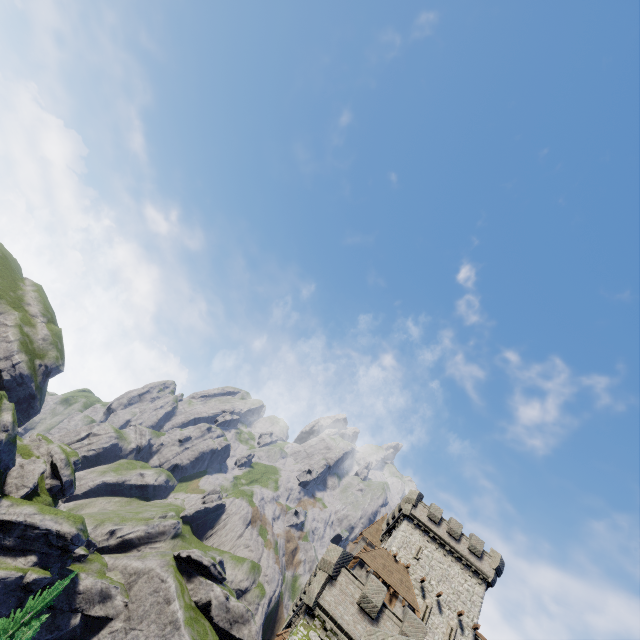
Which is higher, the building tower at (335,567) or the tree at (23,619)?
the building tower at (335,567)

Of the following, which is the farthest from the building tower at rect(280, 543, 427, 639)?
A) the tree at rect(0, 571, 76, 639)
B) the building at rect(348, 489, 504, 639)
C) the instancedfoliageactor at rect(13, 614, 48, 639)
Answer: the tree at rect(0, 571, 76, 639)

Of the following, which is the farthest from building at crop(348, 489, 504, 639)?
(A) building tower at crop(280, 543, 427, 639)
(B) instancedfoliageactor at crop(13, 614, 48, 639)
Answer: (B) instancedfoliageactor at crop(13, 614, 48, 639)

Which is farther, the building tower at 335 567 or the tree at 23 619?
the tree at 23 619

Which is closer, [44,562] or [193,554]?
[44,562]

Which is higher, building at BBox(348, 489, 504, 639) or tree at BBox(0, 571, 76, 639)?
building at BBox(348, 489, 504, 639)

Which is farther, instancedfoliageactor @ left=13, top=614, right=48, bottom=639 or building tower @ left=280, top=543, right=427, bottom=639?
instancedfoliageactor @ left=13, top=614, right=48, bottom=639
